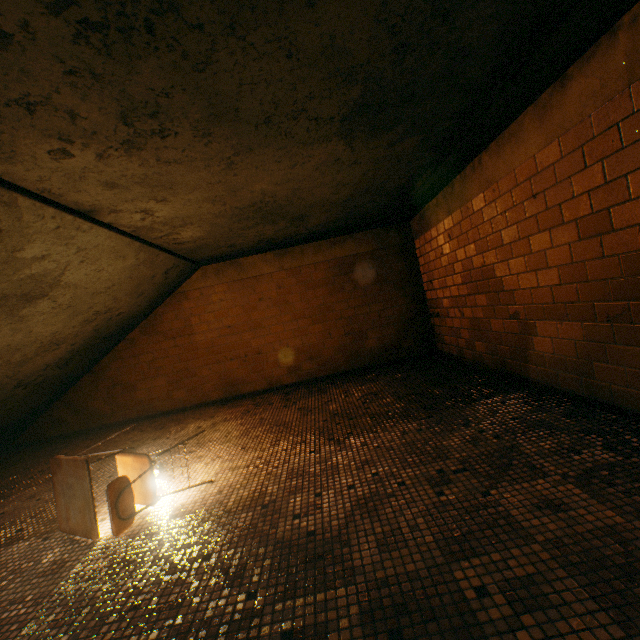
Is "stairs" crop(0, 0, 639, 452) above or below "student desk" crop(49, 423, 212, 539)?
above

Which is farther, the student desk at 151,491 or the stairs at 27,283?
the student desk at 151,491

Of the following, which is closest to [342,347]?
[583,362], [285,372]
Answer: [285,372]

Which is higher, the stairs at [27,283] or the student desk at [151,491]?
the stairs at [27,283]

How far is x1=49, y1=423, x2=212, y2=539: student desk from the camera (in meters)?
1.98

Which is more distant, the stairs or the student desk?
the student desk
